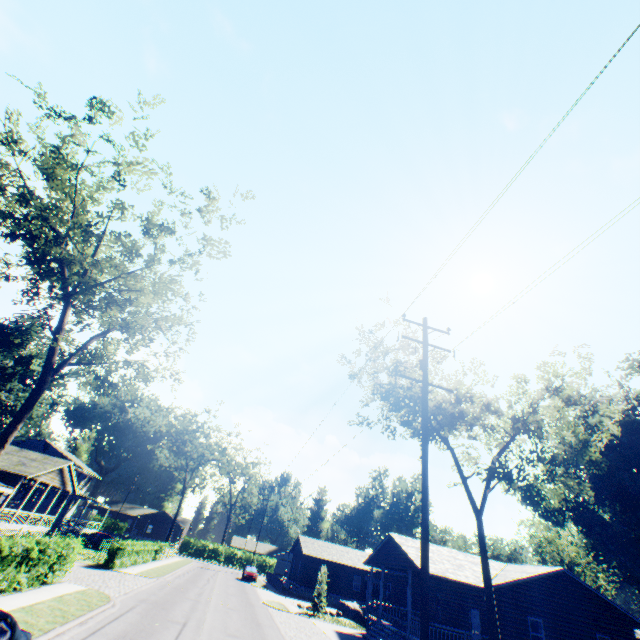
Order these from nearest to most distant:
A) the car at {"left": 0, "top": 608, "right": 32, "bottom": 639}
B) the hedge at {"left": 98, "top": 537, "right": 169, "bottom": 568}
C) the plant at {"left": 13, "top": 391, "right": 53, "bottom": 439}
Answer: the car at {"left": 0, "top": 608, "right": 32, "bottom": 639}
the hedge at {"left": 98, "top": 537, "right": 169, "bottom": 568}
the plant at {"left": 13, "top": 391, "right": 53, "bottom": 439}

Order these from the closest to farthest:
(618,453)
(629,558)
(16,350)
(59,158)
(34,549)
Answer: (34,549), (59,158), (629,558), (618,453), (16,350)

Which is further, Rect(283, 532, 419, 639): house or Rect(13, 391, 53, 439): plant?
Rect(13, 391, 53, 439): plant

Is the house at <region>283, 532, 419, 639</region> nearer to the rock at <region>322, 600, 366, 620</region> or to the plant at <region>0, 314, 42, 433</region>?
the rock at <region>322, 600, 366, 620</region>

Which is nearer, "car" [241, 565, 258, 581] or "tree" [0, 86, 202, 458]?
"tree" [0, 86, 202, 458]

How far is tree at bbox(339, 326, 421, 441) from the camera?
19.1m

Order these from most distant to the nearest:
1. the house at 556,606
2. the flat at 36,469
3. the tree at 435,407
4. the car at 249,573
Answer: the car at 249,573 < the flat at 36,469 < the house at 556,606 < the tree at 435,407

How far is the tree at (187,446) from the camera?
53.44m
